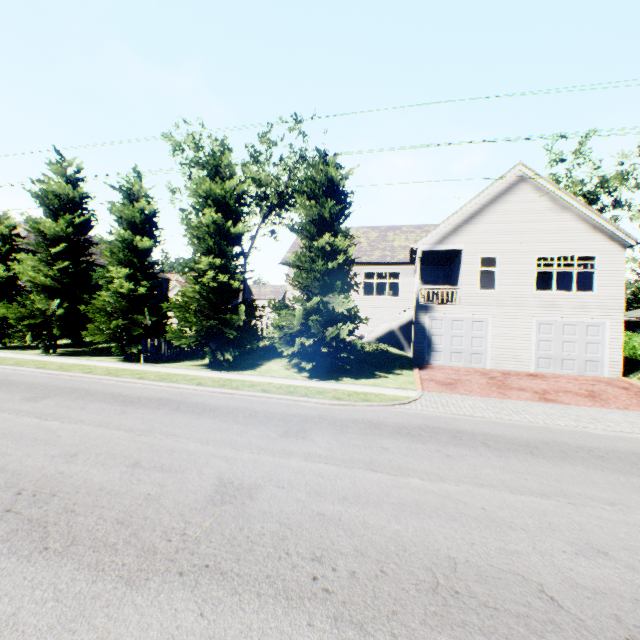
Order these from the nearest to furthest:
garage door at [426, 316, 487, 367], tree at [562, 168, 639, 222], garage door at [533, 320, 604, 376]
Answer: garage door at [533, 320, 604, 376] → garage door at [426, 316, 487, 367] → tree at [562, 168, 639, 222]

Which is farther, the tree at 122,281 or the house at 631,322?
the house at 631,322

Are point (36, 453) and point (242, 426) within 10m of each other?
yes

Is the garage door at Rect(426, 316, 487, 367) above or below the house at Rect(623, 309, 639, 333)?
below

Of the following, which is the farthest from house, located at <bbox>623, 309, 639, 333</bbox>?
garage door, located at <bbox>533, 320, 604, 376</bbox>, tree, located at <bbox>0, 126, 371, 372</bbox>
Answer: garage door, located at <bbox>533, 320, 604, 376</bbox>

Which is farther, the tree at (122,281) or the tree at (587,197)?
the tree at (587,197)

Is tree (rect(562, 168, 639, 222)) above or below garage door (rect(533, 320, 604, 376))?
above

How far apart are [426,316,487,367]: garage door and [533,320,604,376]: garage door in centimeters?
216cm
